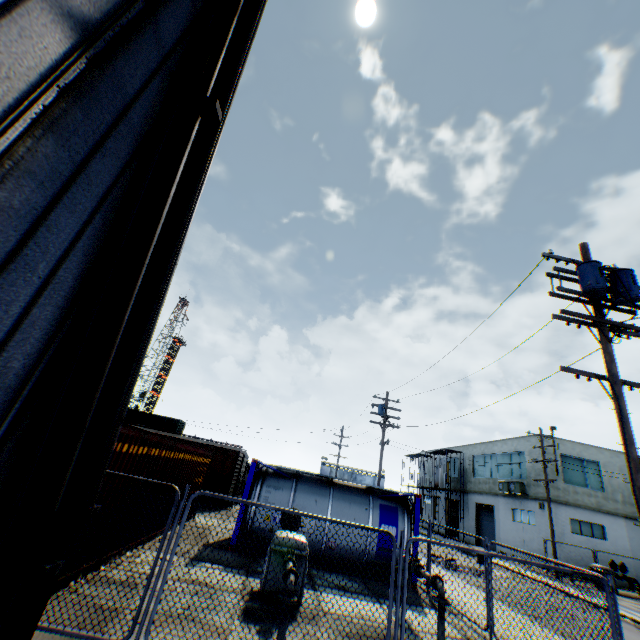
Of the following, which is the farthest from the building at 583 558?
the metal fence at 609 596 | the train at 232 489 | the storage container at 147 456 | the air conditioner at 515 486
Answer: the storage container at 147 456

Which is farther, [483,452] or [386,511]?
[483,452]

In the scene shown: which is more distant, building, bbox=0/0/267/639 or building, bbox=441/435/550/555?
building, bbox=441/435/550/555

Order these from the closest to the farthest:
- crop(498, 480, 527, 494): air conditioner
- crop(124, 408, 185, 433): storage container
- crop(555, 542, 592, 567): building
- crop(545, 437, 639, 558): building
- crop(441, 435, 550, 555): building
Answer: crop(555, 542, 592, 567): building < crop(545, 437, 639, 558): building < crop(441, 435, 550, 555): building < crop(498, 480, 527, 494): air conditioner < crop(124, 408, 185, 433): storage container

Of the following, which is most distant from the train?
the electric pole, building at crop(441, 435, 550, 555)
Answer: building at crop(441, 435, 550, 555)

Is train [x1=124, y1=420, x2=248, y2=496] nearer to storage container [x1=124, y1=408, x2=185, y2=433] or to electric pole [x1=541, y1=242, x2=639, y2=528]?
storage container [x1=124, y1=408, x2=185, y2=433]

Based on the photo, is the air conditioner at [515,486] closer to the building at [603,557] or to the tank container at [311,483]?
the building at [603,557]

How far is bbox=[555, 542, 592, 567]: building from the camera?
24.2 meters
